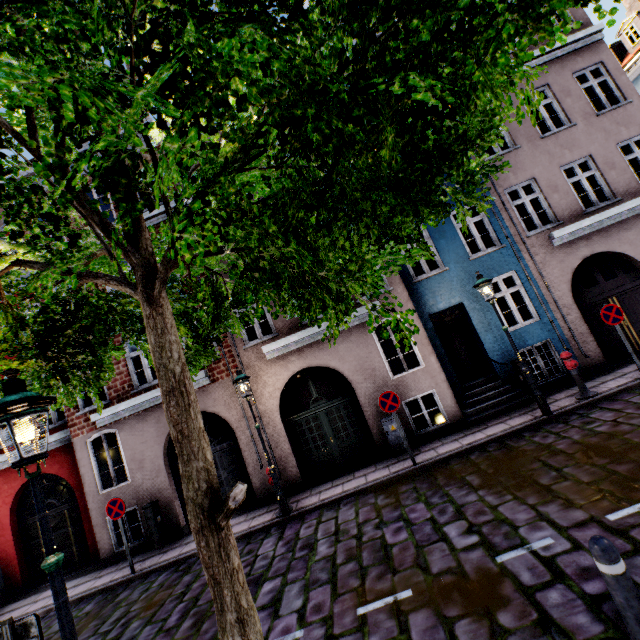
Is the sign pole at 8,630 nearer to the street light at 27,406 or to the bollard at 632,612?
the street light at 27,406

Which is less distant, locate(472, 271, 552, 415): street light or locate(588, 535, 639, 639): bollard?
locate(588, 535, 639, 639): bollard

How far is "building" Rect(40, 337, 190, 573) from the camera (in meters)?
10.06

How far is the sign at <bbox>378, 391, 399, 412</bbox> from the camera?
8.31m

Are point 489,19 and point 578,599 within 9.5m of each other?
yes

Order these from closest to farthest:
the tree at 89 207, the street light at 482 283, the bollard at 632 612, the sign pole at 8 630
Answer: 1. the tree at 89 207
2. the bollard at 632 612
3. the sign pole at 8 630
4. the street light at 482 283

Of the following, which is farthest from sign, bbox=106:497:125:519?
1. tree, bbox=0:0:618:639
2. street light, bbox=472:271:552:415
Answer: street light, bbox=472:271:552:415

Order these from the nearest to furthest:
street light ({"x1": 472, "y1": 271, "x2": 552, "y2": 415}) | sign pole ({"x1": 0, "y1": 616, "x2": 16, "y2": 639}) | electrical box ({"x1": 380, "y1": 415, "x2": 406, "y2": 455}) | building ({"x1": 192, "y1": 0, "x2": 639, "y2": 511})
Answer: sign pole ({"x1": 0, "y1": 616, "x2": 16, "y2": 639})
street light ({"x1": 472, "y1": 271, "x2": 552, "y2": 415})
electrical box ({"x1": 380, "y1": 415, "x2": 406, "y2": 455})
building ({"x1": 192, "y1": 0, "x2": 639, "y2": 511})
